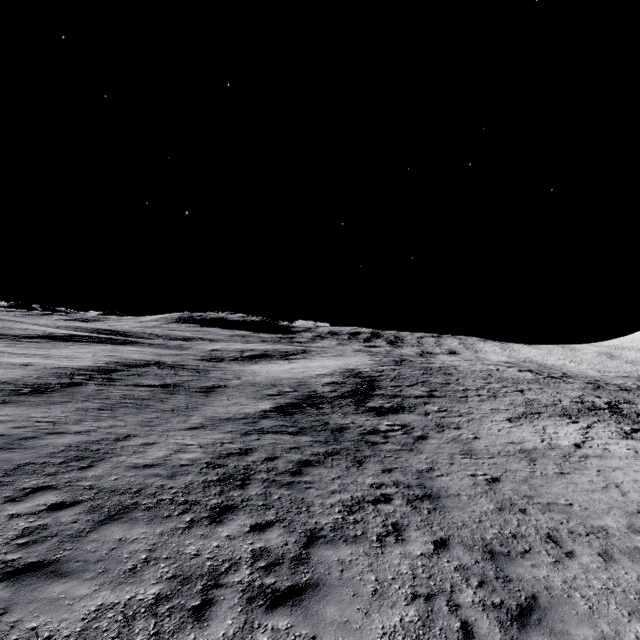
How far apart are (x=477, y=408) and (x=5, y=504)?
24.3 meters
